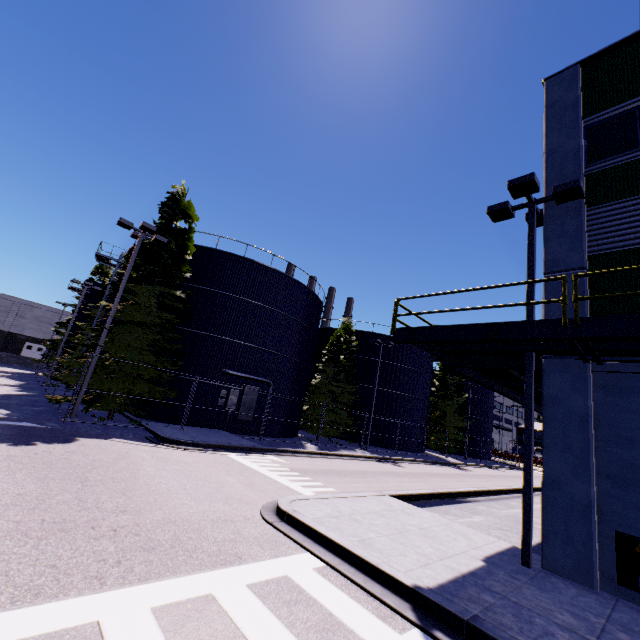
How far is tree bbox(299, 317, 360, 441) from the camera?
28.3m

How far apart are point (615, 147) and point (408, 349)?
29.5 meters

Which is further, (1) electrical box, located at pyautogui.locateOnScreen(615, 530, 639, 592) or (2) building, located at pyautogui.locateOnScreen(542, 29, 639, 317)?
(2) building, located at pyautogui.locateOnScreen(542, 29, 639, 317)

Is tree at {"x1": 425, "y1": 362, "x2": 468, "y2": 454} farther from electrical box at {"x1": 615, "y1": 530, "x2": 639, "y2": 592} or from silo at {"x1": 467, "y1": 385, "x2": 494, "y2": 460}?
electrical box at {"x1": 615, "y1": 530, "x2": 639, "y2": 592}

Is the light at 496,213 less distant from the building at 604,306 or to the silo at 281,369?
the building at 604,306

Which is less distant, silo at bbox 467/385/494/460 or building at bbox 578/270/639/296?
building at bbox 578/270/639/296

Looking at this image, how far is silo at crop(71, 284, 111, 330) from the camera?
24.72m

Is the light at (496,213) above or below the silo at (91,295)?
below
